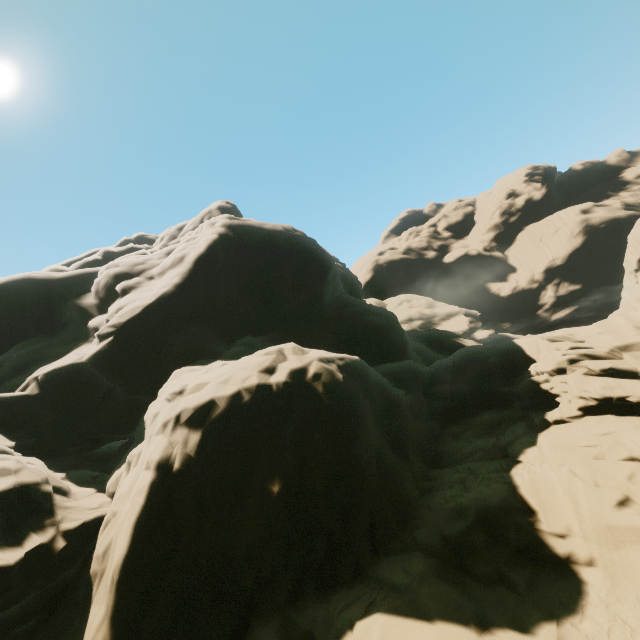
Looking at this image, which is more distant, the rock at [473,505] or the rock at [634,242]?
the rock at [634,242]

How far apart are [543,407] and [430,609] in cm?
1065

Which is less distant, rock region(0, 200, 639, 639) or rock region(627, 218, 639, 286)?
rock region(0, 200, 639, 639)
